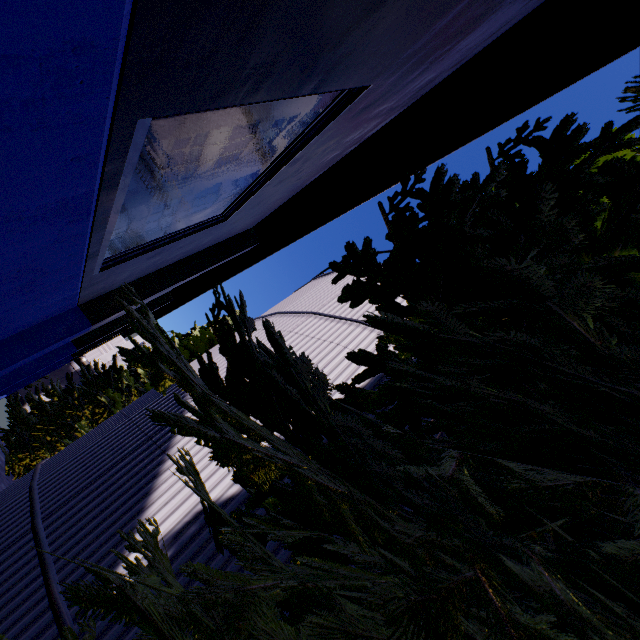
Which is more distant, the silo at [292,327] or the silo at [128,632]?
the silo at [292,327]

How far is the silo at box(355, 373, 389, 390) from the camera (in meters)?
5.64

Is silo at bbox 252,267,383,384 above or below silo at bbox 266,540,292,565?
above

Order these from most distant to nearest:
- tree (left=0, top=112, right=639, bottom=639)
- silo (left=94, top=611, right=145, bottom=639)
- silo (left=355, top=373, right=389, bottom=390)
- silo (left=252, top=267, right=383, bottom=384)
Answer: silo (left=252, top=267, right=383, bottom=384), silo (left=355, top=373, right=389, bottom=390), silo (left=94, top=611, right=145, bottom=639), tree (left=0, top=112, right=639, bottom=639)

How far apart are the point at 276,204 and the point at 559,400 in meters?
7.3 m

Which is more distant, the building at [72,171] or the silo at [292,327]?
the silo at [292,327]
